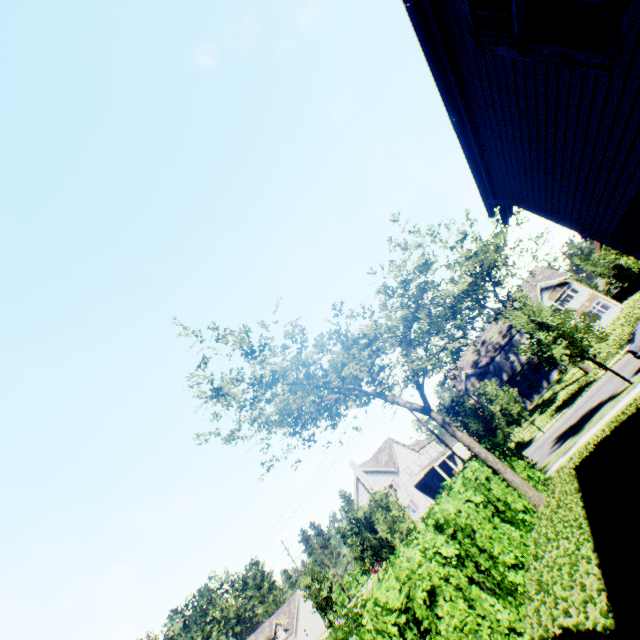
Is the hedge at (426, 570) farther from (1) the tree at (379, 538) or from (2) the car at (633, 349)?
(2) the car at (633, 349)

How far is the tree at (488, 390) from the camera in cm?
1283

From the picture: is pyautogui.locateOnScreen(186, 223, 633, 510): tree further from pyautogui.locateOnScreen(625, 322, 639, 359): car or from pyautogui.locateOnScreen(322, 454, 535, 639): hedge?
pyautogui.locateOnScreen(625, 322, 639, 359): car

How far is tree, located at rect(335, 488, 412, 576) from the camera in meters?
23.5 m

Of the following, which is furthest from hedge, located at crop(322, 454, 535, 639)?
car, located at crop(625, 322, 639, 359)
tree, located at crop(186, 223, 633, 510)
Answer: car, located at crop(625, 322, 639, 359)

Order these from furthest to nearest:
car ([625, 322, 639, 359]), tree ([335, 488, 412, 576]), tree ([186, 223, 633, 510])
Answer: tree ([335, 488, 412, 576]) < car ([625, 322, 639, 359]) < tree ([186, 223, 633, 510])

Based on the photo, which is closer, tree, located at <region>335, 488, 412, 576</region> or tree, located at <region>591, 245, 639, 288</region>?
tree, located at <region>335, 488, 412, 576</region>

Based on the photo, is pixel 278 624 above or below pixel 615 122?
above
